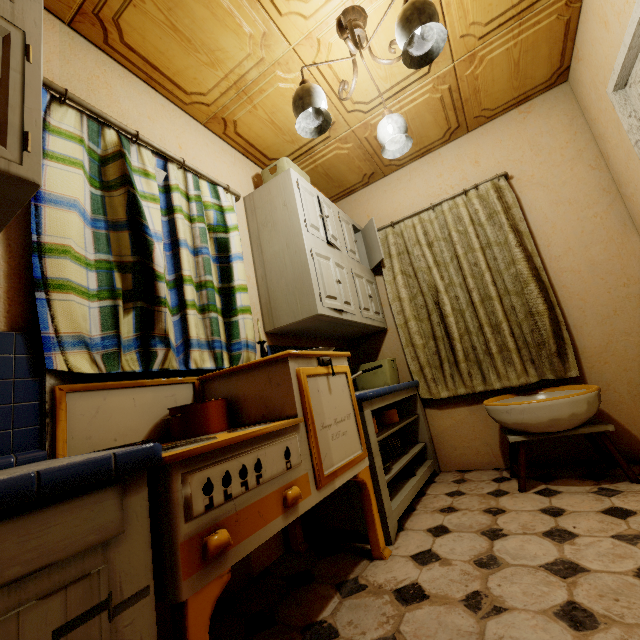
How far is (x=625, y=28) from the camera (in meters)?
1.72

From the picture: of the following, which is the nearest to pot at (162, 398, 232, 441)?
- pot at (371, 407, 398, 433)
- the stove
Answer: the stove

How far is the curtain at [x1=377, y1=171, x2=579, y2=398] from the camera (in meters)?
2.47

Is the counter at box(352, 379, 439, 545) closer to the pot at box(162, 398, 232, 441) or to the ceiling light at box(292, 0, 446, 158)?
the pot at box(162, 398, 232, 441)

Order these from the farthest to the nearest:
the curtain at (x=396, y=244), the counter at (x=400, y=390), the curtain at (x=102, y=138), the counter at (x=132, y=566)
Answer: the curtain at (x=396, y=244) → the counter at (x=400, y=390) → the curtain at (x=102, y=138) → the counter at (x=132, y=566)

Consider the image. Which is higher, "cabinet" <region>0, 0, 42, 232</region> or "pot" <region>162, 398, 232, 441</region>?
"cabinet" <region>0, 0, 42, 232</region>

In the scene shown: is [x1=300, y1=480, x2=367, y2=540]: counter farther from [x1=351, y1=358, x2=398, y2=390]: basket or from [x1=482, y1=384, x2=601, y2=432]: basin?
[x1=482, y1=384, x2=601, y2=432]: basin

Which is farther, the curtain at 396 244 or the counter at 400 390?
the curtain at 396 244
